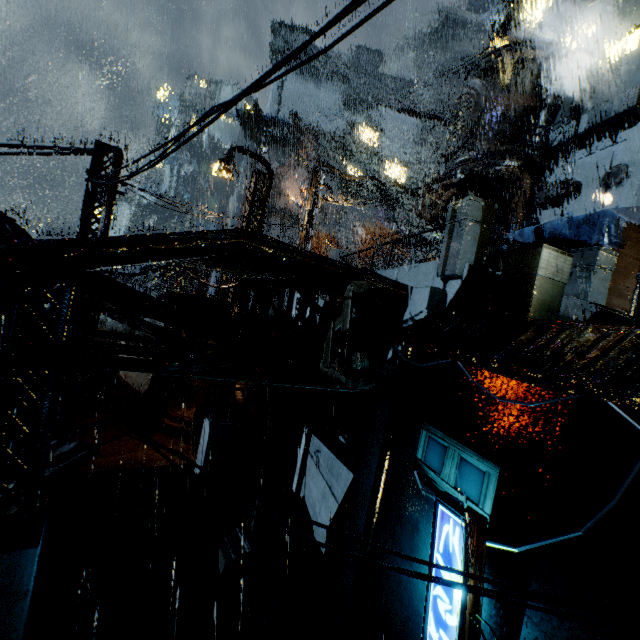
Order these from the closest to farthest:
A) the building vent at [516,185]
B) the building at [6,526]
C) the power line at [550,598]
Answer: the power line at [550,598] → the building at [6,526] → the building vent at [516,185]

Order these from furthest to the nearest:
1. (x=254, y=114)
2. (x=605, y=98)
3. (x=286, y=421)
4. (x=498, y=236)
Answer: (x=254, y=114) < (x=498, y=236) < (x=286, y=421) < (x=605, y=98)

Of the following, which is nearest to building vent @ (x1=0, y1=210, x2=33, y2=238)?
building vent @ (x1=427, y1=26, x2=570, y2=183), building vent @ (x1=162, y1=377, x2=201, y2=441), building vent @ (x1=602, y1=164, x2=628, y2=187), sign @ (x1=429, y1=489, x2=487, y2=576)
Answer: building vent @ (x1=162, y1=377, x2=201, y2=441)

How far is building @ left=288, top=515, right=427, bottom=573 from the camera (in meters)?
6.58

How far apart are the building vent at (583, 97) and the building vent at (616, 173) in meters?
3.7 m

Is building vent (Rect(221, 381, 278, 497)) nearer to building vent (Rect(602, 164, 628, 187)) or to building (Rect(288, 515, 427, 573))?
building (Rect(288, 515, 427, 573))

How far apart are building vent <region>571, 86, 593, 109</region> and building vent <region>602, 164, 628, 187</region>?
3.7m

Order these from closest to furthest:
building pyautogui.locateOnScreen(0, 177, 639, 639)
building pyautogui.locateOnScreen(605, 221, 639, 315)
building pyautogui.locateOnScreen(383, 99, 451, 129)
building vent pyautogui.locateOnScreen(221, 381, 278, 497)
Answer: building pyautogui.locateOnScreen(0, 177, 639, 639)
building pyautogui.locateOnScreen(605, 221, 639, 315)
building vent pyautogui.locateOnScreen(221, 381, 278, 497)
building pyautogui.locateOnScreen(383, 99, 451, 129)
